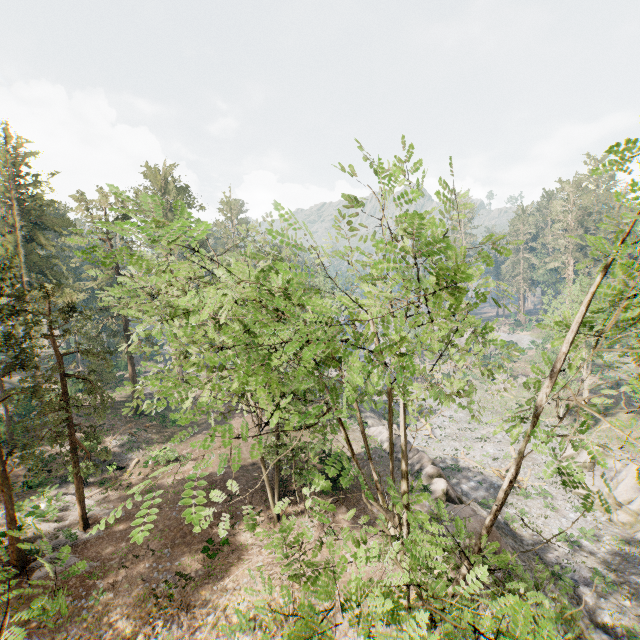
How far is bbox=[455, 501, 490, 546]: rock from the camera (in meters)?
18.42

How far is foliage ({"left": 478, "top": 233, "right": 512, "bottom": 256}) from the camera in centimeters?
490cm

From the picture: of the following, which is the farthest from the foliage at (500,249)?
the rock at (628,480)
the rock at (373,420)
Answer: the rock at (373,420)

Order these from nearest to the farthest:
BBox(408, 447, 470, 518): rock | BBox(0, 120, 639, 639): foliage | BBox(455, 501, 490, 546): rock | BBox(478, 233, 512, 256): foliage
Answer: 1. BBox(0, 120, 639, 639): foliage
2. BBox(478, 233, 512, 256): foliage
3. BBox(455, 501, 490, 546): rock
4. BBox(408, 447, 470, 518): rock

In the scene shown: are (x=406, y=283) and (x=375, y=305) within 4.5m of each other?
yes

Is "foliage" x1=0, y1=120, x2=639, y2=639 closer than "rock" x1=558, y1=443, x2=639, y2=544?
Yes

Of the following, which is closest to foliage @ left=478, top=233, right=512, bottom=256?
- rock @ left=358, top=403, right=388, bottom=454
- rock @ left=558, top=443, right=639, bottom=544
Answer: rock @ left=558, top=443, right=639, bottom=544
